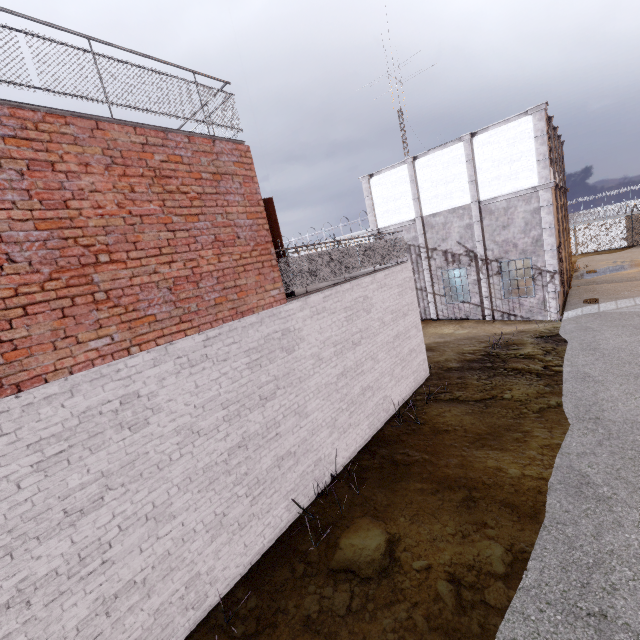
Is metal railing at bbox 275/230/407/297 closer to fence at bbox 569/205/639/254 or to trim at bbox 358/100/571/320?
fence at bbox 569/205/639/254

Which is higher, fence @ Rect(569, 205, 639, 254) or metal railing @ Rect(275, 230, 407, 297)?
metal railing @ Rect(275, 230, 407, 297)

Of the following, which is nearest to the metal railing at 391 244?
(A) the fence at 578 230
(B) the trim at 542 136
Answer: (A) the fence at 578 230

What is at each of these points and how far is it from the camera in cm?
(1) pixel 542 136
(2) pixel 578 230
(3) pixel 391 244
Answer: (1) trim, 1402
(2) fence, 3059
(3) metal railing, 1005

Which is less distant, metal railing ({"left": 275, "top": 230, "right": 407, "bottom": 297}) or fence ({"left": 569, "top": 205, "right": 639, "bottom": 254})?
metal railing ({"left": 275, "top": 230, "right": 407, "bottom": 297})

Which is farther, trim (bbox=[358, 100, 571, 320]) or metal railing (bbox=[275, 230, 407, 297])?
trim (bbox=[358, 100, 571, 320])

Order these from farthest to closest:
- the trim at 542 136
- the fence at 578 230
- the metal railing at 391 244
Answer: the fence at 578 230, the trim at 542 136, the metal railing at 391 244

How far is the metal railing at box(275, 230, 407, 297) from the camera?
6.74m
